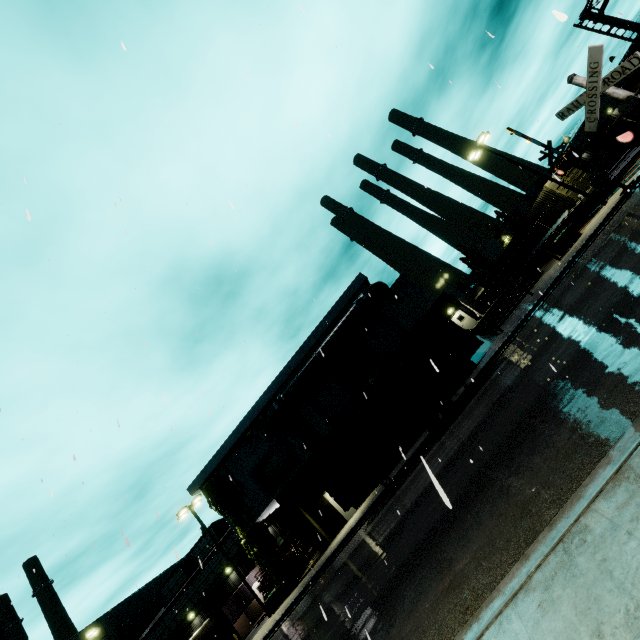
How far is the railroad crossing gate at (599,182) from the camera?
18.4m

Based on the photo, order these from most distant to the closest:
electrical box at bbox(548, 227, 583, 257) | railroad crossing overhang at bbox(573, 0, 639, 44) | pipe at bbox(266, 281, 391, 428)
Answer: pipe at bbox(266, 281, 391, 428)
electrical box at bbox(548, 227, 583, 257)
railroad crossing overhang at bbox(573, 0, 639, 44)

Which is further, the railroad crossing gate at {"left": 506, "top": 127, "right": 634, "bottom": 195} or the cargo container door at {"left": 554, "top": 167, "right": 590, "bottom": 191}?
the cargo container door at {"left": 554, "top": 167, "right": 590, "bottom": 191}

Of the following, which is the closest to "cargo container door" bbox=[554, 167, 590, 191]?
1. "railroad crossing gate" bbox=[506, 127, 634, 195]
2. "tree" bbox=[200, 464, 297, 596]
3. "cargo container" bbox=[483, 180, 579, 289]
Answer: "cargo container" bbox=[483, 180, 579, 289]

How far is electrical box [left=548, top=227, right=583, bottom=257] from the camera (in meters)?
21.92

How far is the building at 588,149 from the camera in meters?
47.7

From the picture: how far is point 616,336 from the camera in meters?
6.3 m

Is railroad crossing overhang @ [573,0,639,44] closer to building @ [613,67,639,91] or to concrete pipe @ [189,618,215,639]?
building @ [613,67,639,91]
